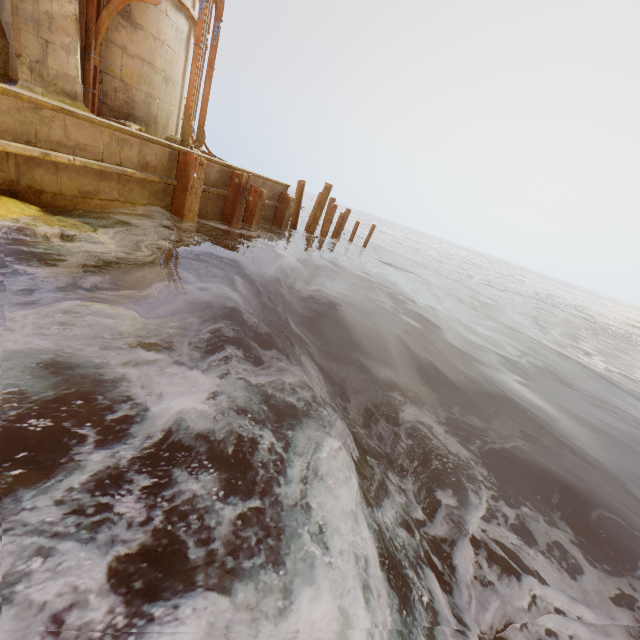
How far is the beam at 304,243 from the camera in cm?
1134

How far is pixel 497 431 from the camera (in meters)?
5.01

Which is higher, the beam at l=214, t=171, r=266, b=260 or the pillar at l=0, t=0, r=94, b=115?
the pillar at l=0, t=0, r=94, b=115

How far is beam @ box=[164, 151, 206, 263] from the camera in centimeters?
677cm

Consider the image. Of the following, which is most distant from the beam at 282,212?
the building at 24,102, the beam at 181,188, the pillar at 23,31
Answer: the pillar at 23,31

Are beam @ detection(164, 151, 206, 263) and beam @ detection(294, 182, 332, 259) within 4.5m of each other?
no

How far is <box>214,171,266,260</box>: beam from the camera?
8.4 meters

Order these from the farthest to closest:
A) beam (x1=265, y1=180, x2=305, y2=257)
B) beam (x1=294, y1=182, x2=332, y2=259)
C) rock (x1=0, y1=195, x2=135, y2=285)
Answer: beam (x1=294, y1=182, x2=332, y2=259) < beam (x1=265, y1=180, x2=305, y2=257) < rock (x1=0, y1=195, x2=135, y2=285)
